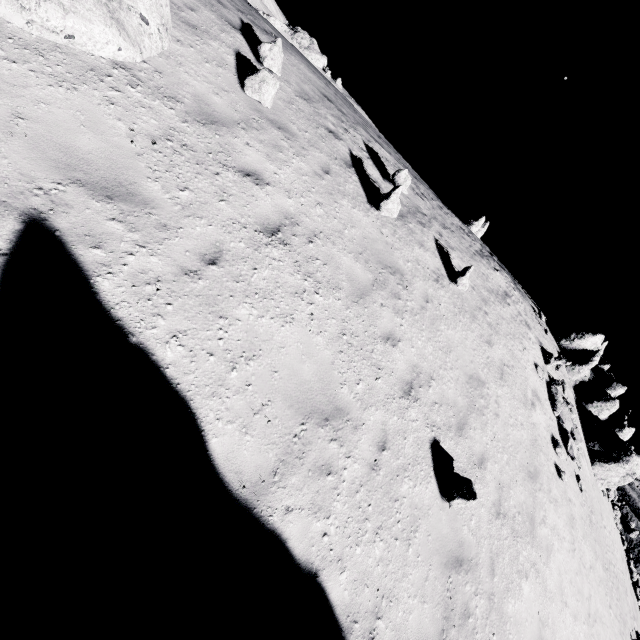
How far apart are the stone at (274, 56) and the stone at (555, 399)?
16.6 meters

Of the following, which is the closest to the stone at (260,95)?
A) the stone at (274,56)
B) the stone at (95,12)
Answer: the stone at (274,56)

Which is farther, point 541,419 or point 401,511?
point 541,419

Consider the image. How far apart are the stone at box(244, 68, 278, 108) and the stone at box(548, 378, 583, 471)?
16.31m

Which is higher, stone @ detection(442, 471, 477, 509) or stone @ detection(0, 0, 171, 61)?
stone @ detection(0, 0, 171, 61)

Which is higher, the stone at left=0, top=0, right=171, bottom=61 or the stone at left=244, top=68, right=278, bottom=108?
the stone at left=244, top=68, right=278, bottom=108

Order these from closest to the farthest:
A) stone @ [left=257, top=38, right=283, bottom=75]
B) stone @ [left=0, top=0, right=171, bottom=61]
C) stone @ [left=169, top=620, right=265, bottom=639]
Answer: stone @ [left=169, top=620, right=265, bottom=639]
stone @ [left=0, top=0, right=171, bottom=61]
stone @ [left=257, top=38, right=283, bottom=75]

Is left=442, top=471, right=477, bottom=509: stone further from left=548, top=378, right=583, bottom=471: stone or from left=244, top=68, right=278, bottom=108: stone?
left=548, top=378, right=583, bottom=471: stone
